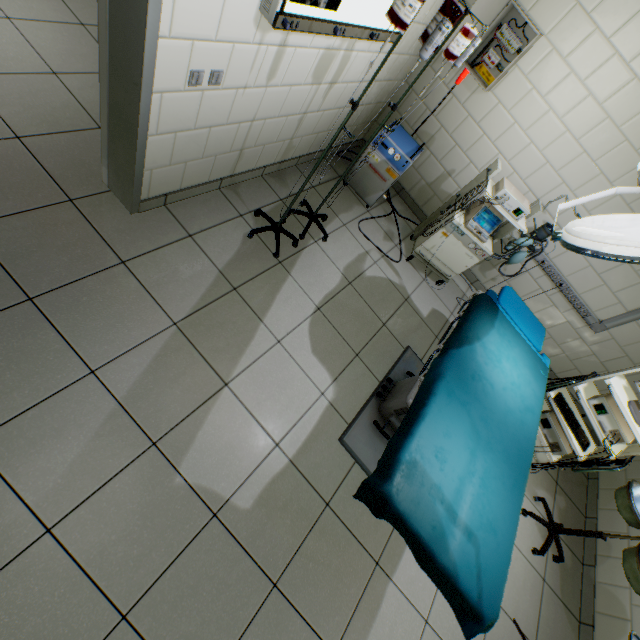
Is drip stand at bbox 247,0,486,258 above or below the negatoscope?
above

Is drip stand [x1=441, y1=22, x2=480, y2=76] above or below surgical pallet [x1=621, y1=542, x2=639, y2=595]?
above

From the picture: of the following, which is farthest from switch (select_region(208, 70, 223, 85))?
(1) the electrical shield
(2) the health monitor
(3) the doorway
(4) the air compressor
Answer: (2) the health monitor

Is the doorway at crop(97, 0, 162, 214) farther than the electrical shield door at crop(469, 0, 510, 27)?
No

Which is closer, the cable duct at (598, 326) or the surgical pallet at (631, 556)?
the surgical pallet at (631, 556)

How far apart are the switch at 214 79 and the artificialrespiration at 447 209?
2.21m

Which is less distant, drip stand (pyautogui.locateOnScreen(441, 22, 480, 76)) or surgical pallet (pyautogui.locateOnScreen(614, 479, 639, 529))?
drip stand (pyautogui.locateOnScreen(441, 22, 480, 76))

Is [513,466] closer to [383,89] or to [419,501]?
[419,501]
